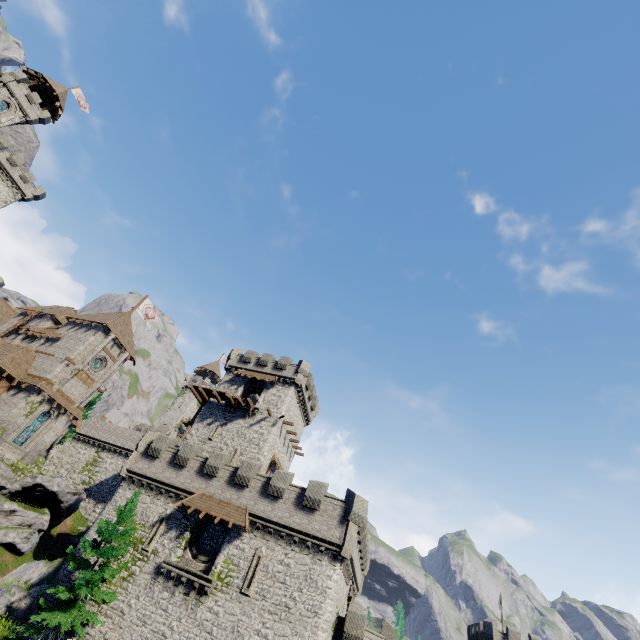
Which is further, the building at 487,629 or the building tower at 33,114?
the building tower at 33,114

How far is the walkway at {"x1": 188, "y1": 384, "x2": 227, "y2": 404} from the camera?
37.84m

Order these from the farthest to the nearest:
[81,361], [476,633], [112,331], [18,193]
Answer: [18,193], [476,633], [112,331], [81,361]

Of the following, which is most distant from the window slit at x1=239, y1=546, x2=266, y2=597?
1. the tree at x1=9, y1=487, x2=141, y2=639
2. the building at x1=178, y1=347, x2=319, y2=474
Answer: the building at x1=178, y1=347, x2=319, y2=474

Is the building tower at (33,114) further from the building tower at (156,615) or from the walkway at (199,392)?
the building tower at (156,615)

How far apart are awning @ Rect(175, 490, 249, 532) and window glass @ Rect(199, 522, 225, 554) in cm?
135

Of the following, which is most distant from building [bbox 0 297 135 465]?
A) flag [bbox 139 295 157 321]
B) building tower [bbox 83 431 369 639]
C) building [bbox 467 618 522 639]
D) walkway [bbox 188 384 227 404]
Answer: building [bbox 467 618 522 639]

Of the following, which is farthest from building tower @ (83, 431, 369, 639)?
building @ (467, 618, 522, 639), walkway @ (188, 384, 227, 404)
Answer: building @ (467, 618, 522, 639)
